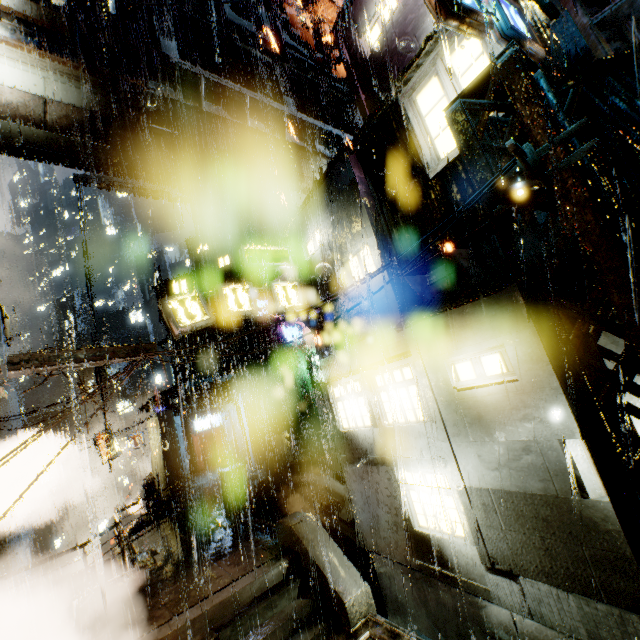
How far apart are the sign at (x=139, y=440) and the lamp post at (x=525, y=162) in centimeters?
2998cm

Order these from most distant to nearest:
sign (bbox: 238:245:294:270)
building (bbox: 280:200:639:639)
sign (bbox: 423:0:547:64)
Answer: sign (bbox: 238:245:294:270)
building (bbox: 280:200:639:639)
sign (bbox: 423:0:547:64)

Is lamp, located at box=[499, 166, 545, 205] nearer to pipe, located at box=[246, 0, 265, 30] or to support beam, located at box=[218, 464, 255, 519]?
support beam, located at box=[218, 464, 255, 519]

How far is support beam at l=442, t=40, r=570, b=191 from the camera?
4.4m

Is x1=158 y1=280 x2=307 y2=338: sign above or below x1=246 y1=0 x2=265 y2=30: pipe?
below

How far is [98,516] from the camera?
56.8 meters

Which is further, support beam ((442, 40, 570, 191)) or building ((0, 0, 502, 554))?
building ((0, 0, 502, 554))

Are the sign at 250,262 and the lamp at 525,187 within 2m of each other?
no
